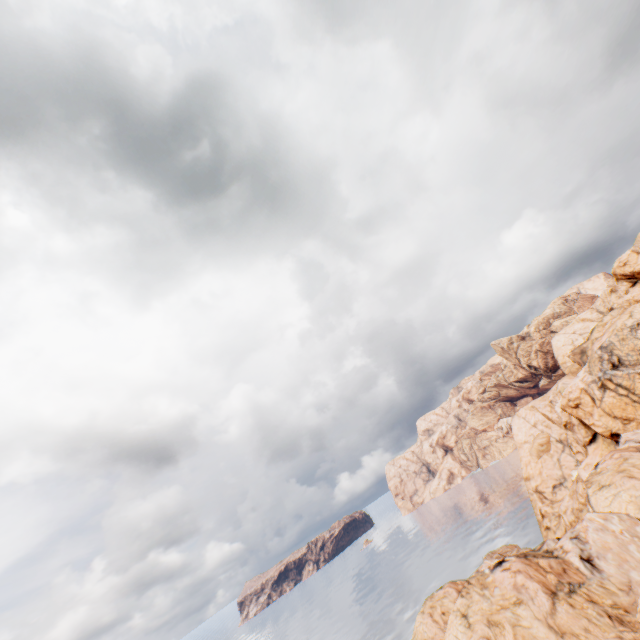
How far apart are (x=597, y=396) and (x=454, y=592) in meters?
33.7
